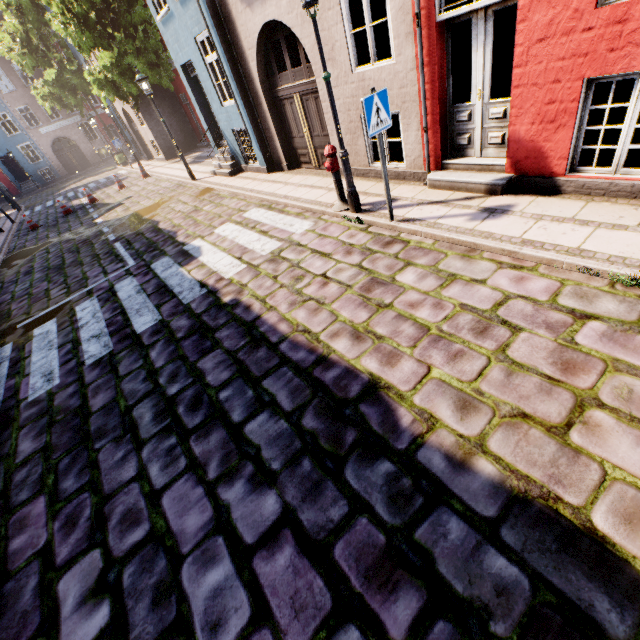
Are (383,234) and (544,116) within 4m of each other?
yes

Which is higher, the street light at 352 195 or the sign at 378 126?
the sign at 378 126

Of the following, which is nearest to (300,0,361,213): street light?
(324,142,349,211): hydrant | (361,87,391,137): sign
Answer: (324,142,349,211): hydrant

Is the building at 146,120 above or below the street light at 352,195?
above

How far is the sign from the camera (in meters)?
4.41

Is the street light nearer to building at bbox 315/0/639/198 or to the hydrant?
the hydrant
